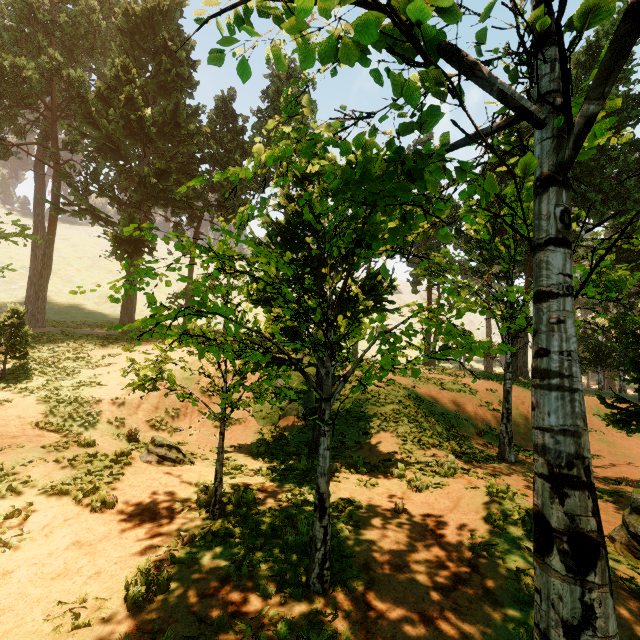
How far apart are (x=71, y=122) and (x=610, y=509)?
53.28m

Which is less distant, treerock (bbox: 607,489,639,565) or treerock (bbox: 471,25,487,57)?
treerock (bbox: 471,25,487,57)

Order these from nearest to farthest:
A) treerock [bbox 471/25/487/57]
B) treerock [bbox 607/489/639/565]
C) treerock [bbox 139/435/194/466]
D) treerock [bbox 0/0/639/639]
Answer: treerock [bbox 0/0/639/639], treerock [bbox 471/25/487/57], treerock [bbox 607/489/639/565], treerock [bbox 139/435/194/466]

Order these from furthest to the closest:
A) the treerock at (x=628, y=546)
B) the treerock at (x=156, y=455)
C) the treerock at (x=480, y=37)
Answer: the treerock at (x=156, y=455) → the treerock at (x=628, y=546) → the treerock at (x=480, y=37)

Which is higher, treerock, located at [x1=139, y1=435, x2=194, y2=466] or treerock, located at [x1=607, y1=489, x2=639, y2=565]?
treerock, located at [x1=139, y1=435, x2=194, y2=466]

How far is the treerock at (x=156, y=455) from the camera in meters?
10.1
